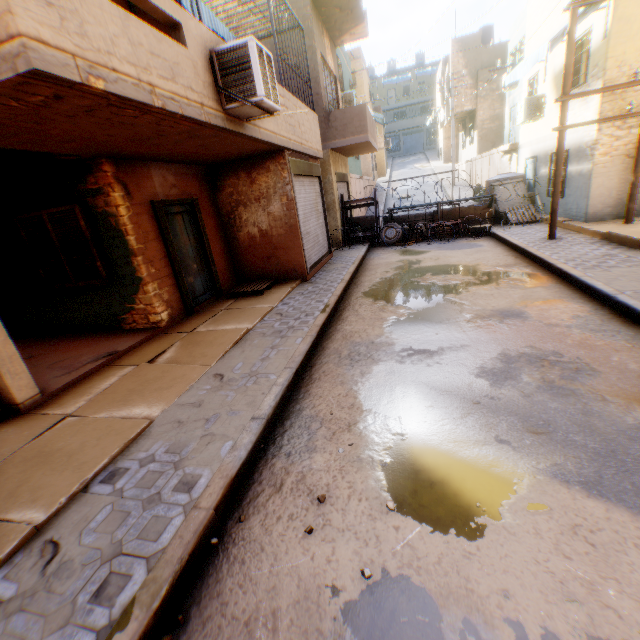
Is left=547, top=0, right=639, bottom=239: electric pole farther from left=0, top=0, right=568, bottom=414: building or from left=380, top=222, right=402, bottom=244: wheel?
left=380, top=222, right=402, bottom=244: wheel

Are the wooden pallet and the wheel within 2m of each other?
no

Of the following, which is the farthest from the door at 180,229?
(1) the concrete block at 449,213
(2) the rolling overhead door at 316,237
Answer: (1) the concrete block at 449,213

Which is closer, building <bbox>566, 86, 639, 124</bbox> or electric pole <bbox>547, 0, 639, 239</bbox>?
electric pole <bbox>547, 0, 639, 239</bbox>

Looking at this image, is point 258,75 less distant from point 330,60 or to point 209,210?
point 209,210

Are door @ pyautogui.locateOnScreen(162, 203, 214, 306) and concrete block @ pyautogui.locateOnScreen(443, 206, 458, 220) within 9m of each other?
no

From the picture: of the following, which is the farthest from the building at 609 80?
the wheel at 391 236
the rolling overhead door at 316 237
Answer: the wheel at 391 236

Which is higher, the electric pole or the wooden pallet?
the electric pole
